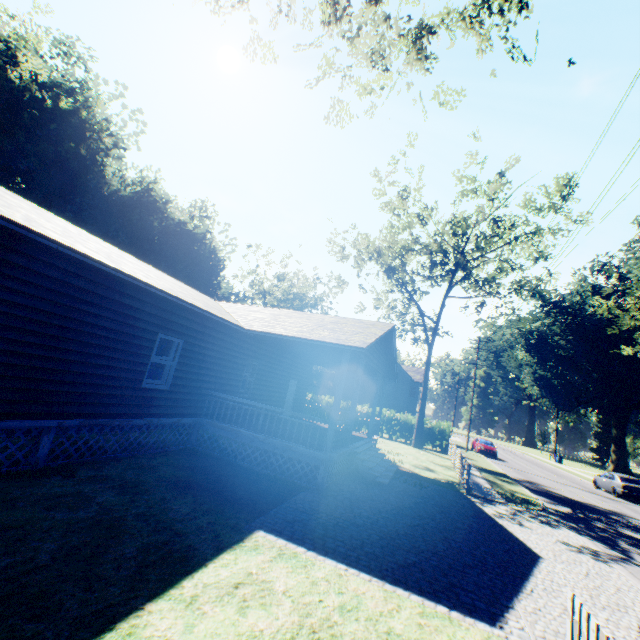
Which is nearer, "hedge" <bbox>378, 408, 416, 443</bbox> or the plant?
the plant

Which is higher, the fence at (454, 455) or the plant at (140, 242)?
the plant at (140, 242)

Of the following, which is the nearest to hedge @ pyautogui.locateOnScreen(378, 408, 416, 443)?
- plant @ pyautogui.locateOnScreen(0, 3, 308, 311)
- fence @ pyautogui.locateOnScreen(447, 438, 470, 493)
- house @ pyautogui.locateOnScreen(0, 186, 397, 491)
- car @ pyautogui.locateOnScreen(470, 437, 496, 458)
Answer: fence @ pyautogui.locateOnScreen(447, 438, 470, 493)

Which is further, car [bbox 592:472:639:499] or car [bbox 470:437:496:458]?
car [bbox 470:437:496:458]

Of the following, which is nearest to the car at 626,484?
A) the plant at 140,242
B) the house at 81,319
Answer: the house at 81,319

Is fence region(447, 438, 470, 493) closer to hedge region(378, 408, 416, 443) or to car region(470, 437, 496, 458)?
hedge region(378, 408, 416, 443)

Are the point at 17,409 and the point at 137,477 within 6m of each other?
yes

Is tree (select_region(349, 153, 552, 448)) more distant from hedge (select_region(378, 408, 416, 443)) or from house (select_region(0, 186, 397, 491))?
house (select_region(0, 186, 397, 491))
